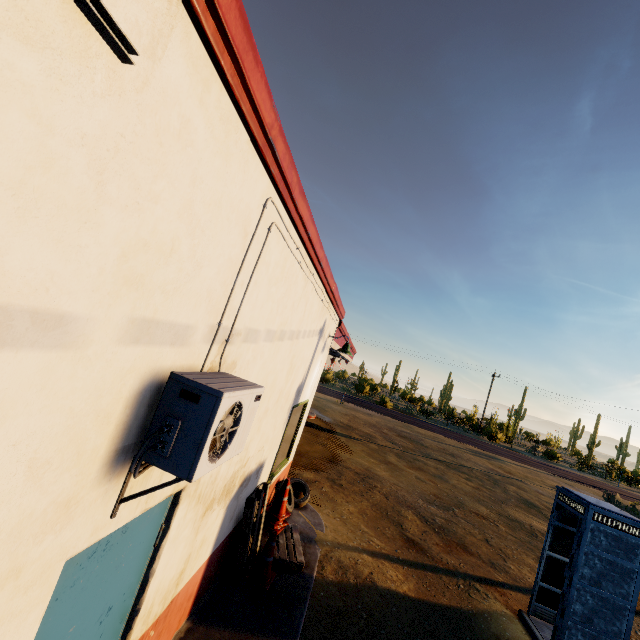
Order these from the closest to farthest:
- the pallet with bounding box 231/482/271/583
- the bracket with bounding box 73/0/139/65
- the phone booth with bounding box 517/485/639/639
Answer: the bracket with bounding box 73/0/139/65, the pallet with bounding box 231/482/271/583, the phone booth with bounding box 517/485/639/639

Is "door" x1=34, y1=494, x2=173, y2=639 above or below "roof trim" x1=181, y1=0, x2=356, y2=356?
below

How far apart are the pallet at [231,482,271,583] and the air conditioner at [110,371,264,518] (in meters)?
2.89

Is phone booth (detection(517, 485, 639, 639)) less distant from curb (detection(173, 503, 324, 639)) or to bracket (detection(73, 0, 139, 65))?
curb (detection(173, 503, 324, 639))

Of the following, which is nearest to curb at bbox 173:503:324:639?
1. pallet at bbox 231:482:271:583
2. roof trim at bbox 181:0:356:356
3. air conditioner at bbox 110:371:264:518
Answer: pallet at bbox 231:482:271:583

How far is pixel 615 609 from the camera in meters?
5.4 m

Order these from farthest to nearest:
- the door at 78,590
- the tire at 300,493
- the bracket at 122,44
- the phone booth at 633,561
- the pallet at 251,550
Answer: the tire at 300,493 < the phone booth at 633,561 < the pallet at 251,550 < the door at 78,590 < the bracket at 122,44

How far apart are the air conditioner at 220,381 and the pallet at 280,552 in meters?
2.9 m
